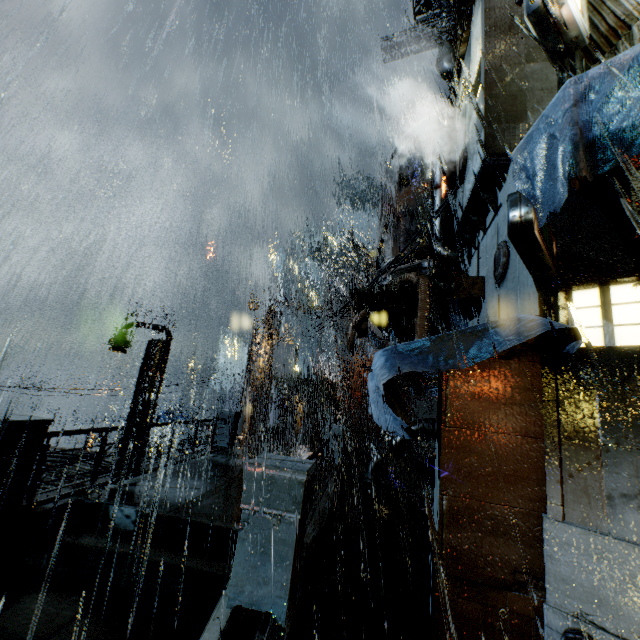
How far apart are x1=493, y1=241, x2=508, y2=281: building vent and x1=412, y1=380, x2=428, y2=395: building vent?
3.8m

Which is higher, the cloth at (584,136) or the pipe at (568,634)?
the cloth at (584,136)

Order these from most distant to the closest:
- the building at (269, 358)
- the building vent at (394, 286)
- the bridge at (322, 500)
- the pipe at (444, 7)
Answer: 1. the pipe at (444, 7)
2. the building at (269, 358)
3. the building vent at (394, 286)
4. the bridge at (322, 500)

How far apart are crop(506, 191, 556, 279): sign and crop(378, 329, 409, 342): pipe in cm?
1078

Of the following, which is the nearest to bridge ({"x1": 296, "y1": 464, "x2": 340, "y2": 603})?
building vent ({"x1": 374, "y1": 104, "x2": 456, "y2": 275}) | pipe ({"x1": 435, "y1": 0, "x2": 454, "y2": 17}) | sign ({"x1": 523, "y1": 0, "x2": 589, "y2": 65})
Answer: building vent ({"x1": 374, "y1": 104, "x2": 456, "y2": 275})

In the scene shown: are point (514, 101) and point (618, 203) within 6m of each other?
yes

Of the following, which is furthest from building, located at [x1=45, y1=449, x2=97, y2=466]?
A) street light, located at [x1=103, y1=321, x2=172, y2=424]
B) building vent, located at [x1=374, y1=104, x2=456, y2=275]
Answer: street light, located at [x1=103, y1=321, x2=172, y2=424]

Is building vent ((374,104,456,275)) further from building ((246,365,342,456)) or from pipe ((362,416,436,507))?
pipe ((362,416,436,507))
